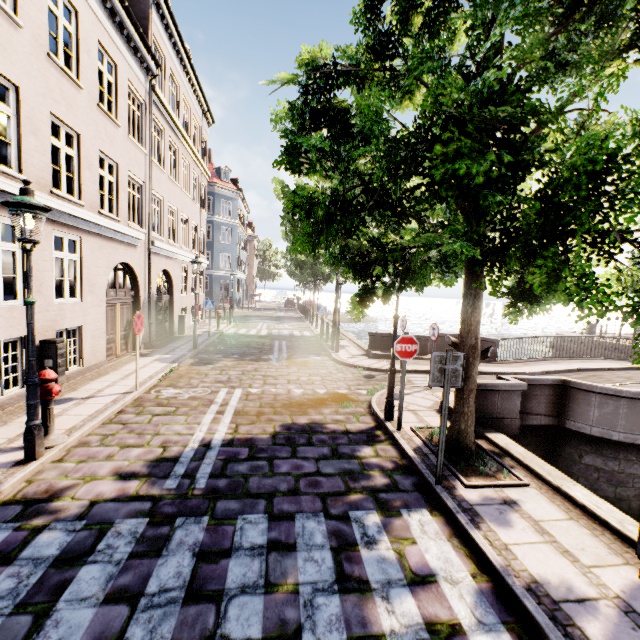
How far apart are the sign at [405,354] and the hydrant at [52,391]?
5.7m

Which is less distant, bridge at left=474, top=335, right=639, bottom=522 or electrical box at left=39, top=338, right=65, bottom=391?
bridge at left=474, top=335, right=639, bottom=522

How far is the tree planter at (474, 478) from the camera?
4.62m

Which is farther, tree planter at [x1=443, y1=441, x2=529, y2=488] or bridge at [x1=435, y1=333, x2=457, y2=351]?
bridge at [x1=435, y1=333, x2=457, y2=351]

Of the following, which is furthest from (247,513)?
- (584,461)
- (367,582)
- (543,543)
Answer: (584,461)

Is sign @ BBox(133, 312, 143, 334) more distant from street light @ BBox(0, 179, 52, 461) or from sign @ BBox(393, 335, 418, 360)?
sign @ BBox(393, 335, 418, 360)

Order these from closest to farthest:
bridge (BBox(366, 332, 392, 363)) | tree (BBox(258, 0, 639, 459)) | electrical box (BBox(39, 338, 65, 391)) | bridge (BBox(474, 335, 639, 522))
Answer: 1. tree (BBox(258, 0, 639, 459))
2. bridge (BBox(474, 335, 639, 522))
3. electrical box (BBox(39, 338, 65, 391))
4. bridge (BBox(366, 332, 392, 363))

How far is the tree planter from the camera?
4.6m
